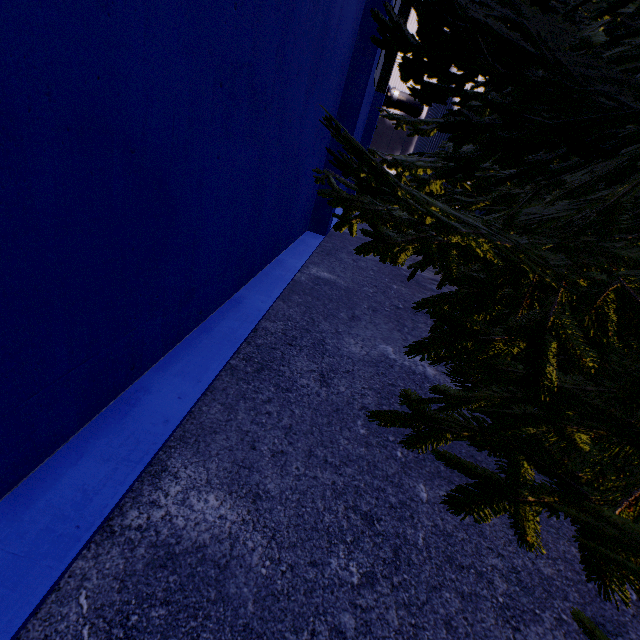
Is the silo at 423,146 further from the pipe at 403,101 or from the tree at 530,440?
the pipe at 403,101

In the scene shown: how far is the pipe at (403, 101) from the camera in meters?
20.1

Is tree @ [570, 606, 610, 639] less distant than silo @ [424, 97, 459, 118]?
Yes

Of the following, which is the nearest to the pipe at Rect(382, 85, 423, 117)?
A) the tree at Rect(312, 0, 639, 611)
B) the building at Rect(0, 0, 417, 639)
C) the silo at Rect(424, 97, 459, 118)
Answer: the building at Rect(0, 0, 417, 639)

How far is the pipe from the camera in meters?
20.1 m

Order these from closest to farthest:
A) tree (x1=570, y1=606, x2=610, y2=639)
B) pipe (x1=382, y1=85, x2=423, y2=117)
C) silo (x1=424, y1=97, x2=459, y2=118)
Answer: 1. tree (x1=570, y1=606, x2=610, y2=639)
2. silo (x1=424, y1=97, x2=459, y2=118)
3. pipe (x1=382, y1=85, x2=423, y2=117)

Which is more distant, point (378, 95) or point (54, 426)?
point (378, 95)
